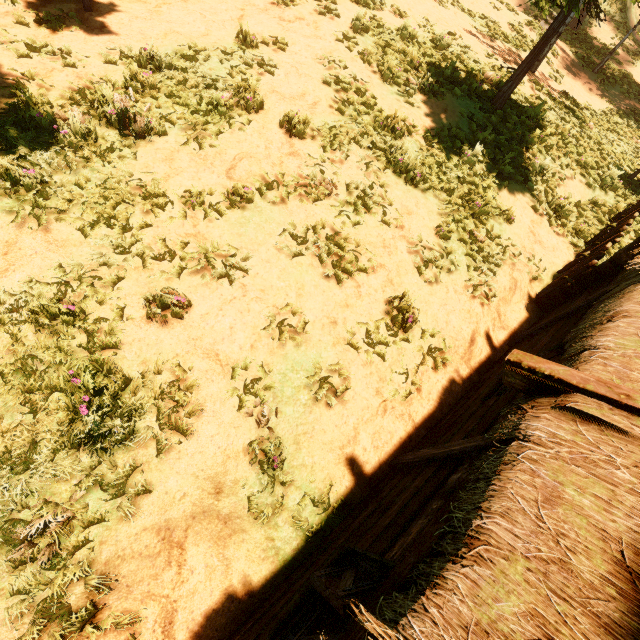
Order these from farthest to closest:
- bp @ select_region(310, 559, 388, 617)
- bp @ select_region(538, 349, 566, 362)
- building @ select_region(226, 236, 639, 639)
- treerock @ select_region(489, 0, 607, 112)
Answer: treerock @ select_region(489, 0, 607, 112)
bp @ select_region(538, 349, 566, 362)
bp @ select_region(310, 559, 388, 617)
building @ select_region(226, 236, 639, 639)

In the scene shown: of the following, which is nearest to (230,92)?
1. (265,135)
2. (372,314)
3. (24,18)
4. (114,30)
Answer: (265,135)

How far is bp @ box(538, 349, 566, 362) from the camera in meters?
4.4 m

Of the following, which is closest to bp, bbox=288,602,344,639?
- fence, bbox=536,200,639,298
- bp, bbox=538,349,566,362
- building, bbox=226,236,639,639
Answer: building, bbox=226,236,639,639

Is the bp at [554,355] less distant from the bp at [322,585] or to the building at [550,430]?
the building at [550,430]

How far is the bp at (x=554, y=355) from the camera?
4.4 meters

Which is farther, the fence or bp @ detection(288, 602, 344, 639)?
the fence

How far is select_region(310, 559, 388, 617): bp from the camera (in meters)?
2.52
